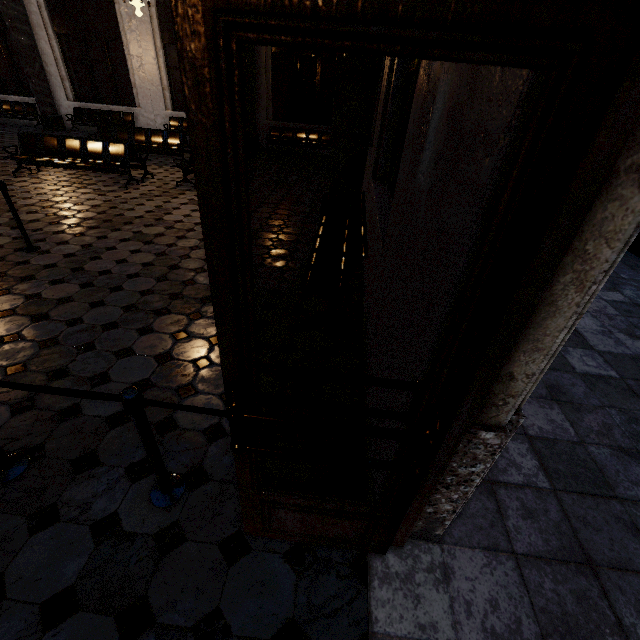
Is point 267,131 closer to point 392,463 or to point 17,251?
point 17,251
